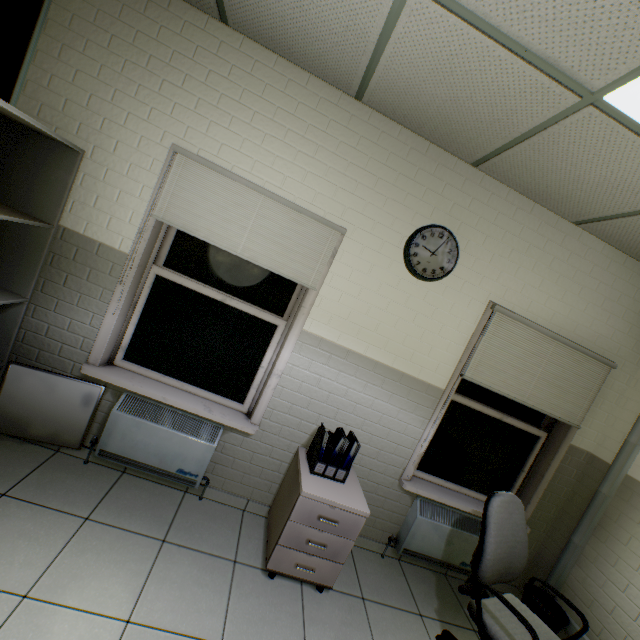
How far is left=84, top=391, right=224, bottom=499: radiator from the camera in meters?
2.4

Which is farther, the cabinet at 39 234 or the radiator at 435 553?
the radiator at 435 553

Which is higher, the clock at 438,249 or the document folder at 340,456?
the clock at 438,249

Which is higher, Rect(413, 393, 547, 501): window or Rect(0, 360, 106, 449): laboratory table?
Rect(413, 393, 547, 501): window

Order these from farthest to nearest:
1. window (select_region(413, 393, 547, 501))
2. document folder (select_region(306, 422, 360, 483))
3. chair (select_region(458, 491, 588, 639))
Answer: window (select_region(413, 393, 547, 501))
document folder (select_region(306, 422, 360, 483))
chair (select_region(458, 491, 588, 639))

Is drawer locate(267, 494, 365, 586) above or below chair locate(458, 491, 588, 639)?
below

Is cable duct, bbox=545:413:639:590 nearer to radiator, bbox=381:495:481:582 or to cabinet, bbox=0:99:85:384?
radiator, bbox=381:495:481:582

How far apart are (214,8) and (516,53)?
1.8m
